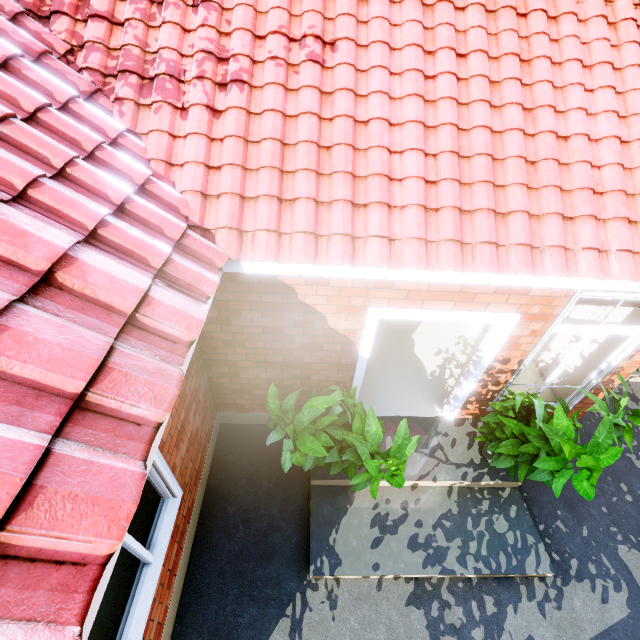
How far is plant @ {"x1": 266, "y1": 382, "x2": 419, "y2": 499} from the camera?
3.1m

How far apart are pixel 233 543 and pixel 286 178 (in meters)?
4.32

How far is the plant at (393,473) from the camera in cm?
309
